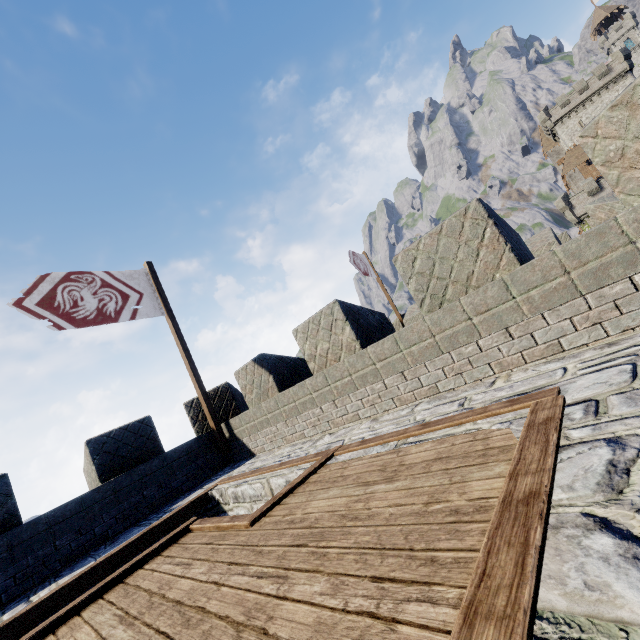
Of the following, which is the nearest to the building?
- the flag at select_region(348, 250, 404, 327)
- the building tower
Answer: the flag at select_region(348, 250, 404, 327)

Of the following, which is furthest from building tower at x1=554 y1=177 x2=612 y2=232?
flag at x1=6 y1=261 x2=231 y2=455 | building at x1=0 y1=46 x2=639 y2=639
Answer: flag at x1=6 y1=261 x2=231 y2=455

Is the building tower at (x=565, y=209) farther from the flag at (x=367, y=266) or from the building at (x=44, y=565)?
the flag at (x=367, y=266)

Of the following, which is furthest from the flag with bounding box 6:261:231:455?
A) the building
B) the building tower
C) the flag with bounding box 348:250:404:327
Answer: the building tower

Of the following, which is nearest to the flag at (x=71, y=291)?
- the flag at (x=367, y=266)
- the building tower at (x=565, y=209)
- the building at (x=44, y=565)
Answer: the building at (x=44, y=565)

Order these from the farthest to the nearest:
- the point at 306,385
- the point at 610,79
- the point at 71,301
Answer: the point at 610,79
the point at 71,301
the point at 306,385

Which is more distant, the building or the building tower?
the building tower
